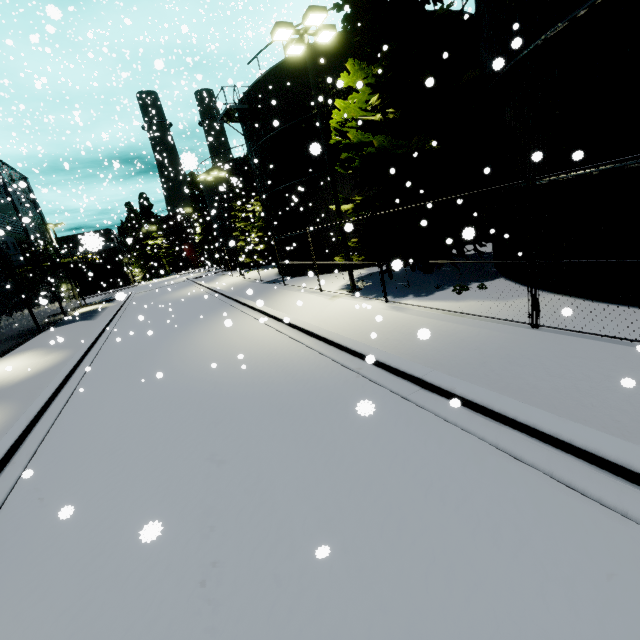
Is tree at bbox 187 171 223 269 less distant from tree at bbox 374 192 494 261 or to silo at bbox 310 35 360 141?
silo at bbox 310 35 360 141

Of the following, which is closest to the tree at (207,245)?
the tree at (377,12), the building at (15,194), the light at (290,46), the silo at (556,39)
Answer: the silo at (556,39)

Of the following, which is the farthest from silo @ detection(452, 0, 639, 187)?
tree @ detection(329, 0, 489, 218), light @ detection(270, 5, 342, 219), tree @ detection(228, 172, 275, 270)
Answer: tree @ detection(228, 172, 275, 270)

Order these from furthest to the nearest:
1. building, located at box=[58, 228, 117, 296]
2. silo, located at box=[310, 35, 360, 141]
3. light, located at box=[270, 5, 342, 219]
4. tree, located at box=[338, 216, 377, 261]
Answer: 1. silo, located at box=[310, 35, 360, 141]
2. tree, located at box=[338, 216, 377, 261]
3. light, located at box=[270, 5, 342, 219]
4. building, located at box=[58, 228, 117, 296]

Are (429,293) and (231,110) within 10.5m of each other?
no

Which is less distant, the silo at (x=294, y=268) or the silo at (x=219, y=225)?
the silo at (x=294, y=268)

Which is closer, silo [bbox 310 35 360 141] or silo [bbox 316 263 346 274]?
silo [bbox 310 35 360 141]
